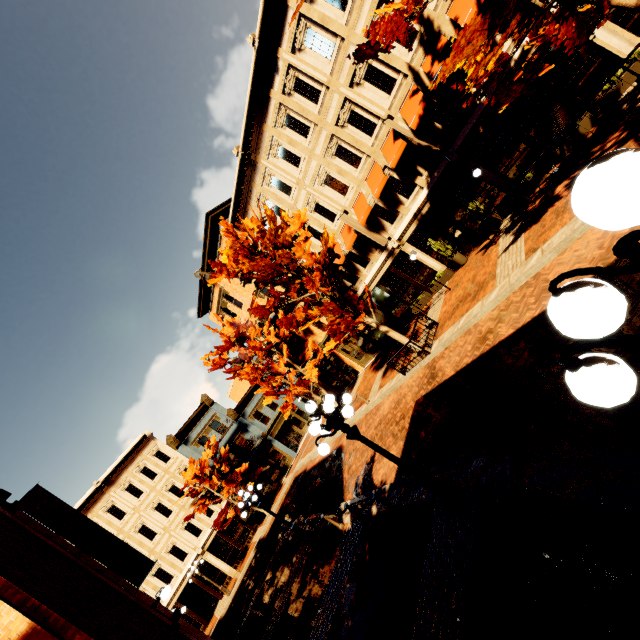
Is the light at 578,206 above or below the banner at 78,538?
below

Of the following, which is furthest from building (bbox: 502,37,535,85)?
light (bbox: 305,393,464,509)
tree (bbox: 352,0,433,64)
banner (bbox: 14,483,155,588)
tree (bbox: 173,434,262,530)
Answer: banner (bbox: 14,483,155,588)

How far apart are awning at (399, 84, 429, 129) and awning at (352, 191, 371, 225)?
3.8 meters

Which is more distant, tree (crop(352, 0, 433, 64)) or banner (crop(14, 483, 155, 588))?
banner (crop(14, 483, 155, 588))

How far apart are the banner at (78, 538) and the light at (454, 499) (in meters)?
9.21

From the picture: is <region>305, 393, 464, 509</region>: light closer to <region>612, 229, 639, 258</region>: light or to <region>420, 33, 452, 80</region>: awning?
<region>612, 229, 639, 258</region>: light

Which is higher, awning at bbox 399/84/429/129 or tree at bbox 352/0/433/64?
tree at bbox 352/0/433/64

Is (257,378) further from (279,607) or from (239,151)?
(239,151)
